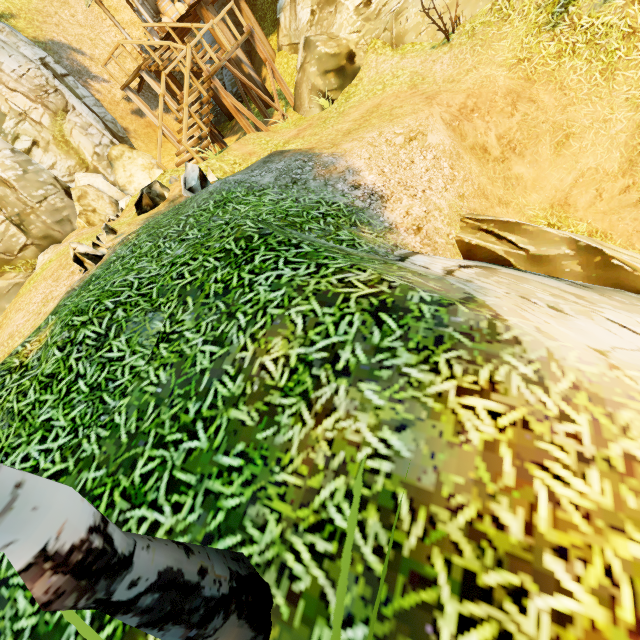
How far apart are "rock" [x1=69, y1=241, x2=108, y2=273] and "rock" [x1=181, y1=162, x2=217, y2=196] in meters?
2.5

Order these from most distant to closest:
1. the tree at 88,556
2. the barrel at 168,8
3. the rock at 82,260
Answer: the barrel at 168,8, the rock at 82,260, the tree at 88,556

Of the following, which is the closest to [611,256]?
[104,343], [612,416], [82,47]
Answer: [612,416]

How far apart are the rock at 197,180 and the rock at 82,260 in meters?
2.5 m

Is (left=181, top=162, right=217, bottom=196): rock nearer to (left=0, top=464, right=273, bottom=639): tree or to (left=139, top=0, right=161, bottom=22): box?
(left=0, top=464, right=273, bottom=639): tree

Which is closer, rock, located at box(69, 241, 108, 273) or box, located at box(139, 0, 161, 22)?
rock, located at box(69, 241, 108, 273)

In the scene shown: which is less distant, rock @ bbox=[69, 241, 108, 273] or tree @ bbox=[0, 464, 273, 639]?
tree @ bbox=[0, 464, 273, 639]

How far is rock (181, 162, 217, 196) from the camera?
7.24m
